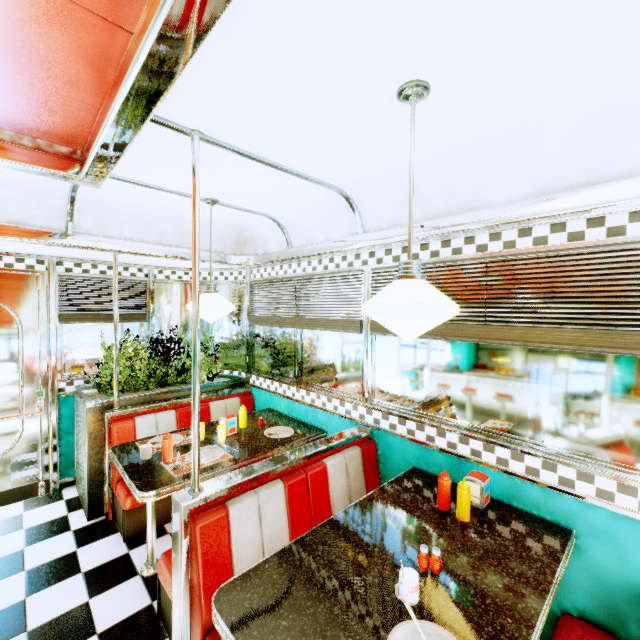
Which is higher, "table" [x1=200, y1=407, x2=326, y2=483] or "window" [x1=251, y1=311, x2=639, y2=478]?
"window" [x1=251, y1=311, x2=639, y2=478]

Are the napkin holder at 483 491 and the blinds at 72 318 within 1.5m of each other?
no

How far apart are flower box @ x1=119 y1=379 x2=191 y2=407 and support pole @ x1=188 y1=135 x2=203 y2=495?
2.00m

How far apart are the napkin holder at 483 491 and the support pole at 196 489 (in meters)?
1.67

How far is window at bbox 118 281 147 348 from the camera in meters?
4.2 m

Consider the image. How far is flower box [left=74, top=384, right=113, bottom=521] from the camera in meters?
3.2 m

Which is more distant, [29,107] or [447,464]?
[447,464]

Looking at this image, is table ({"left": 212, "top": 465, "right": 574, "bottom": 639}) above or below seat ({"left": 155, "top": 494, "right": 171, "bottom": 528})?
above
